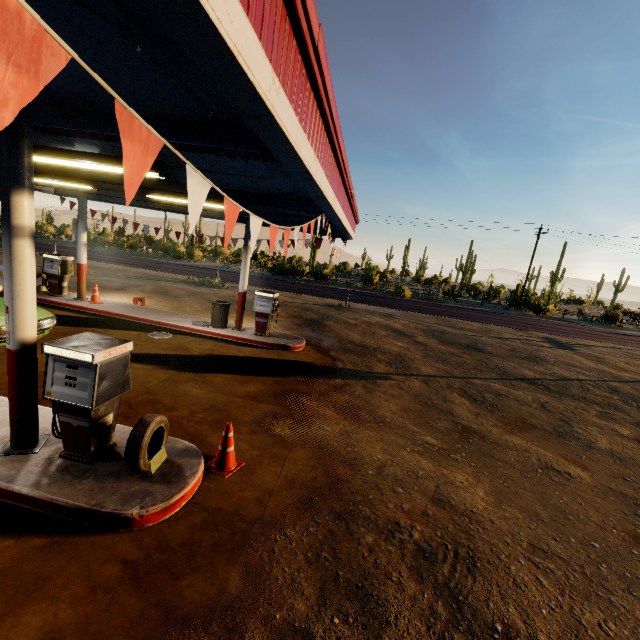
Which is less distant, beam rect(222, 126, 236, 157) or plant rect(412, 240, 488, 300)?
beam rect(222, 126, 236, 157)

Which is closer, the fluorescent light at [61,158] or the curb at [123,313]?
the fluorescent light at [61,158]

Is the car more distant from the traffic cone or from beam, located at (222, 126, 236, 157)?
the traffic cone

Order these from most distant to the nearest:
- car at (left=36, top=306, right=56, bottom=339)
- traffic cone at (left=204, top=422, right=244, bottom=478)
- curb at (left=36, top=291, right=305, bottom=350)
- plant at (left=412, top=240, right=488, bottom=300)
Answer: plant at (left=412, top=240, right=488, bottom=300)
curb at (left=36, top=291, right=305, bottom=350)
car at (left=36, top=306, right=56, bottom=339)
traffic cone at (left=204, top=422, right=244, bottom=478)

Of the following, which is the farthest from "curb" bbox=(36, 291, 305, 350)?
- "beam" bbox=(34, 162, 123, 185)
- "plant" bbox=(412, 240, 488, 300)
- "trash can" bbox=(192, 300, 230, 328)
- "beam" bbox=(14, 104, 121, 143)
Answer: "plant" bbox=(412, 240, 488, 300)

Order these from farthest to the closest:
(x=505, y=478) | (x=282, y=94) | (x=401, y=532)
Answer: (x=505, y=478)
(x=401, y=532)
(x=282, y=94)

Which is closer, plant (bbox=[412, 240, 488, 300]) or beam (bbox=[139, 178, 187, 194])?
beam (bbox=[139, 178, 187, 194])

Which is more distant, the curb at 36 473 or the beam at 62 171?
the beam at 62 171
